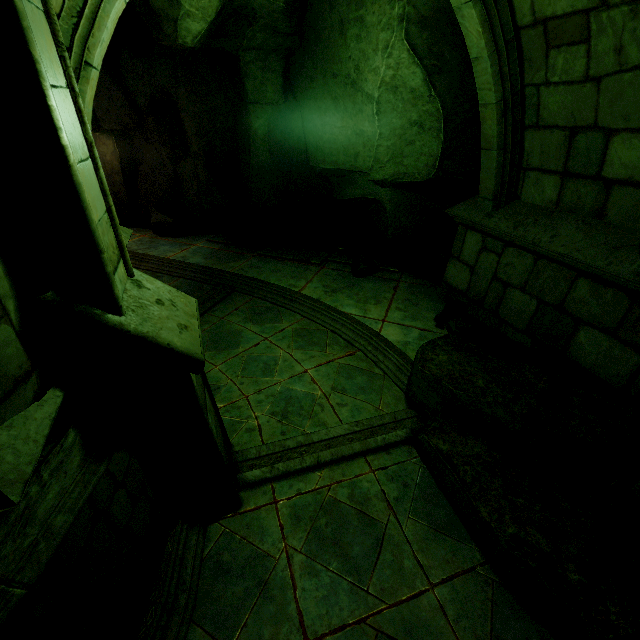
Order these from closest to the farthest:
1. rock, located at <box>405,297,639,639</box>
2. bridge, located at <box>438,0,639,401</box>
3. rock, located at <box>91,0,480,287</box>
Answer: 1. rock, located at <box>405,297,639,639</box>
2. bridge, located at <box>438,0,639,401</box>
3. rock, located at <box>91,0,480,287</box>

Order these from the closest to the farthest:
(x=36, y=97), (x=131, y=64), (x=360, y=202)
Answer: (x=36, y=97) → (x=360, y=202) → (x=131, y=64)

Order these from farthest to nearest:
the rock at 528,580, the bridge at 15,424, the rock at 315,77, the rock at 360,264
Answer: the rock at 360,264 → the rock at 315,77 → the rock at 528,580 → the bridge at 15,424

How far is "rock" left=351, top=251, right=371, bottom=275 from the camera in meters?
8.0 m

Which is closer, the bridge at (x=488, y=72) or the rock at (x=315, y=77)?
the bridge at (x=488, y=72)

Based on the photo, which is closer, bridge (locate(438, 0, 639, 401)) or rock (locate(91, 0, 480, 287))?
bridge (locate(438, 0, 639, 401))
